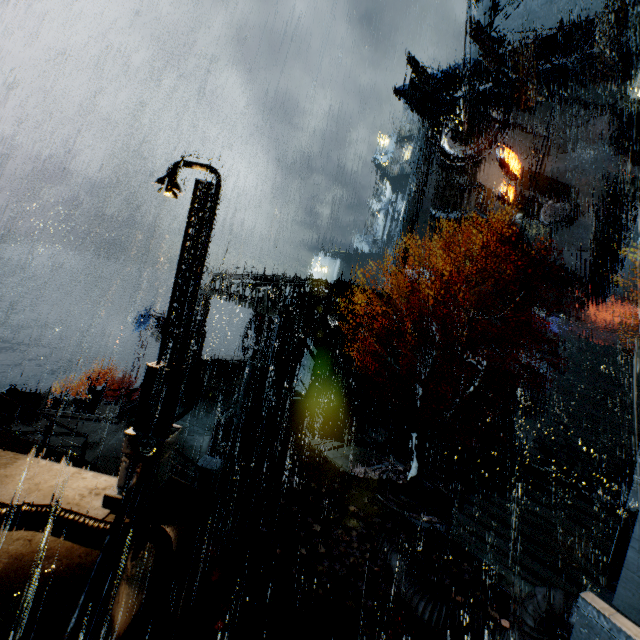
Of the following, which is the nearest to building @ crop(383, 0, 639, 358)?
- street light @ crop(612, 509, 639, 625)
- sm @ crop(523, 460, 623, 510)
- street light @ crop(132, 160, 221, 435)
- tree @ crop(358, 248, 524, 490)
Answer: street light @ crop(612, 509, 639, 625)

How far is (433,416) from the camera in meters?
26.2

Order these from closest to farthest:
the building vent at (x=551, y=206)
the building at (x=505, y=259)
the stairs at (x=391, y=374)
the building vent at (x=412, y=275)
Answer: the stairs at (x=391, y=374) < the building at (x=505, y=259) < the building vent at (x=551, y=206) < the building vent at (x=412, y=275)

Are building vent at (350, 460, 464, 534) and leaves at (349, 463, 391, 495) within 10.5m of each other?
yes

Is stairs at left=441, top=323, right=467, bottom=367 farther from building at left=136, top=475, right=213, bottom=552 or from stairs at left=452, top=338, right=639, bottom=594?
stairs at left=452, top=338, right=639, bottom=594

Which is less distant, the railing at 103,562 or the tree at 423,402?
the railing at 103,562

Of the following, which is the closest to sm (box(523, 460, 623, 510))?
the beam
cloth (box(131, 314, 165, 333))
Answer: the beam

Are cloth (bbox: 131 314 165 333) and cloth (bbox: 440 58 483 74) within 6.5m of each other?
no
